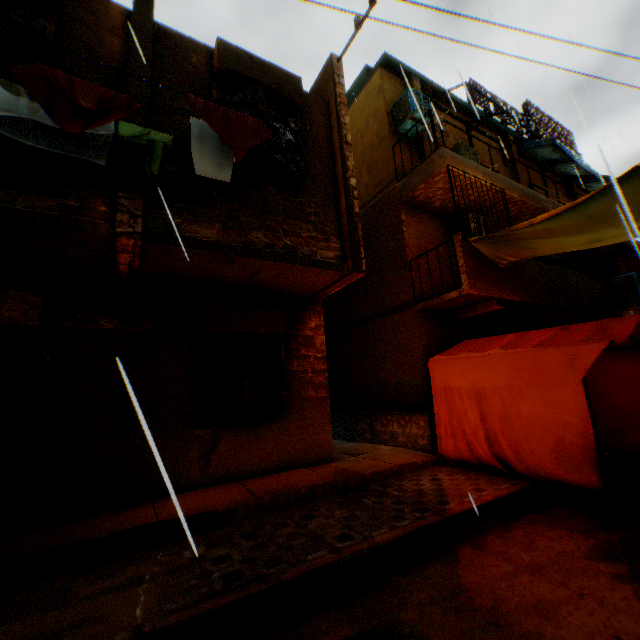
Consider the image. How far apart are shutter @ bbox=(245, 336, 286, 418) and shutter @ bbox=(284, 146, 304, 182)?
2.28m

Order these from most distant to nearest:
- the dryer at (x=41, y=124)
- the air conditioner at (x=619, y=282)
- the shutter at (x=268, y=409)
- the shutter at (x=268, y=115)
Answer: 1. the air conditioner at (x=619, y=282)
2. the shutter at (x=268, y=409)
3. the shutter at (x=268, y=115)
4. the dryer at (x=41, y=124)

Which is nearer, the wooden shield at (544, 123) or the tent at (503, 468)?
the tent at (503, 468)

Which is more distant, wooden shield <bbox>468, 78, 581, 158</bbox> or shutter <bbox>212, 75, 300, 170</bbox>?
wooden shield <bbox>468, 78, 581, 158</bbox>

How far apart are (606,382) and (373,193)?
7.17m

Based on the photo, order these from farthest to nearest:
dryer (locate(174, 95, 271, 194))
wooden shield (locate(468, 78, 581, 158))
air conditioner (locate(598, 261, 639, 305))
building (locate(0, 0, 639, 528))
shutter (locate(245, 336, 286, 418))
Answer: wooden shield (locate(468, 78, 581, 158))
air conditioner (locate(598, 261, 639, 305))
shutter (locate(245, 336, 286, 418))
building (locate(0, 0, 639, 528))
dryer (locate(174, 95, 271, 194))

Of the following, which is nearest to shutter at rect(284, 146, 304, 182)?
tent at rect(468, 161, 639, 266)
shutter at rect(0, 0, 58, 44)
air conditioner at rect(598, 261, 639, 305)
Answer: tent at rect(468, 161, 639, 266)

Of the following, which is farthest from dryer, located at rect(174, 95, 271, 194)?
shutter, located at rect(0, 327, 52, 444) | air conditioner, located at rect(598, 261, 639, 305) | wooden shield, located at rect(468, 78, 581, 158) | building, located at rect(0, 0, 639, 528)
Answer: wooden shield, located at rect(468, 78, 581, 158)
